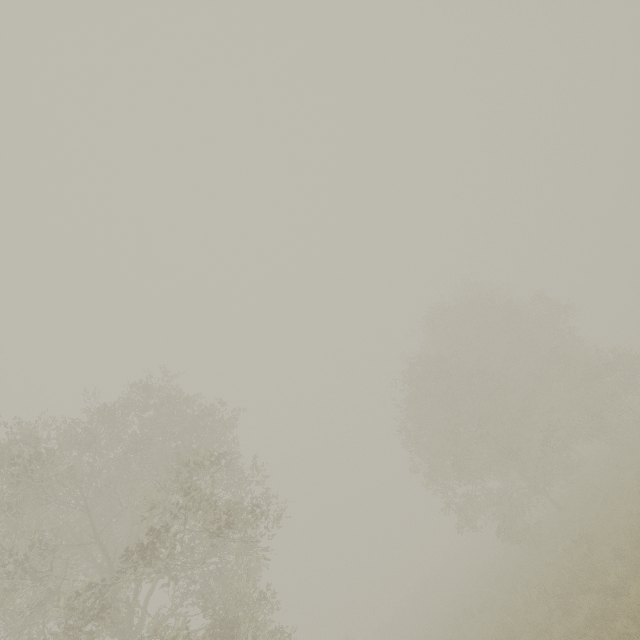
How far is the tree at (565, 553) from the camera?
11.0m

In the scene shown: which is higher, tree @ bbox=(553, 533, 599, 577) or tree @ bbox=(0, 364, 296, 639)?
tree @ bbox=(0, 364, 296, 639)

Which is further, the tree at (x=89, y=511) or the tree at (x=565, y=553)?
the tree at (x=565, y=553)

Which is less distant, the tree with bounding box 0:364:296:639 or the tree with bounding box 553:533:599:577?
the tree with bounding box 0:364:296:639

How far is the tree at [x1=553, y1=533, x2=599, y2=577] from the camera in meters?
11.0

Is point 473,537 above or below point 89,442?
below
